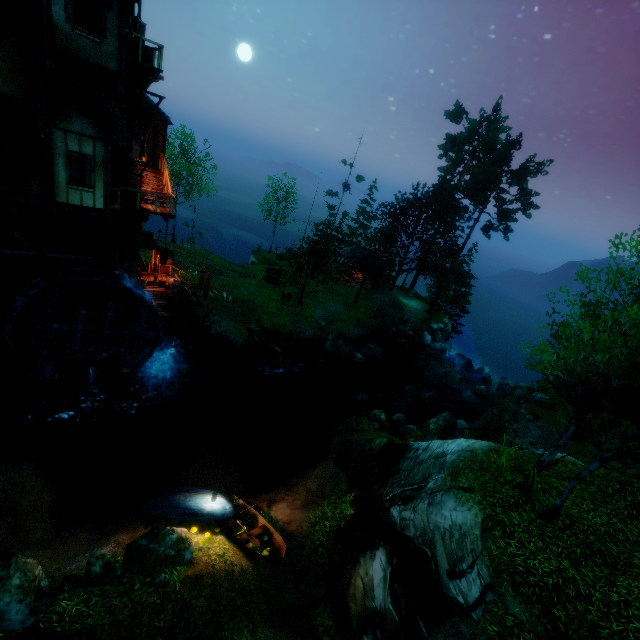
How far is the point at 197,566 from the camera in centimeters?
990cm

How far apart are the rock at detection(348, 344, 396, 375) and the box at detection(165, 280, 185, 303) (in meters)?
15.66

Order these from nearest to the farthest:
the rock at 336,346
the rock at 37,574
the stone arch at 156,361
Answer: the rock at 37,574 < the stone arch at 156,361 < the rock at 336,346

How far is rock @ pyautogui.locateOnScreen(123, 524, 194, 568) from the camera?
9.6m

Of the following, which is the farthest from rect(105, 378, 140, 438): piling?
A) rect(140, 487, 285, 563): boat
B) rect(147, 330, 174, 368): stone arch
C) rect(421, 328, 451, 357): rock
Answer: rect(421, 328, 451, 357): rock

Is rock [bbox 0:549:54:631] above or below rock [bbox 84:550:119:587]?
above

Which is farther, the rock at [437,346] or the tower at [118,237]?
the rock at [437,346]

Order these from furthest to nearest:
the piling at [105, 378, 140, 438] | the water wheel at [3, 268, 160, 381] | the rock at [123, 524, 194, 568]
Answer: the piling at [105, 378, 140, 438], the water wheel at [3, 268, 160, 381], the rock at [123, 524, 194, 568]
